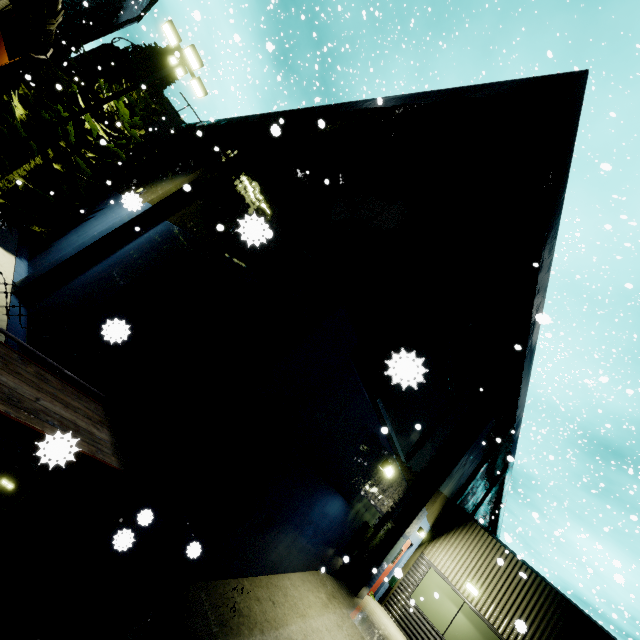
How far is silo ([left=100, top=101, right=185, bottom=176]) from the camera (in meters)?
21.12

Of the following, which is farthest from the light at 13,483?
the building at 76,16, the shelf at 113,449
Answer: the shelf at 113,449

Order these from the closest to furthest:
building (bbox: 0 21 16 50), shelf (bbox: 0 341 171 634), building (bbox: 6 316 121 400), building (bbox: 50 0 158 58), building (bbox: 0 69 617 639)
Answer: shelf (bbox: 0 341 171 634) < building (bbox: 0 69 617 639) < building (bbox: 6 316 121 400) < building (bbox: 0 21 16 50) < building (bbox: 50 0 158 58)

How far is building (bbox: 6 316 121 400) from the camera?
5.71m

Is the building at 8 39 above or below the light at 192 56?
below

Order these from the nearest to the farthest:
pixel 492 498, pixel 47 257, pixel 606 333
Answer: pixel 47 257 → pixel 492 498 → pixel 606 333

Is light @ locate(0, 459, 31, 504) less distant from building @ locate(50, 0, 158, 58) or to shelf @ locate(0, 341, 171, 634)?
building @ locate(50, 0, 158, 58)

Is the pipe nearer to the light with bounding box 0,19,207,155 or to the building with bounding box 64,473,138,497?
the building with bounding box 64,473,138,497
